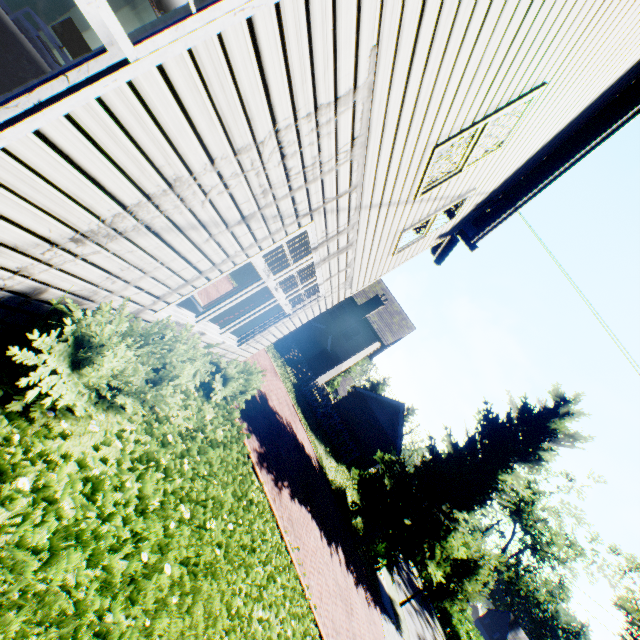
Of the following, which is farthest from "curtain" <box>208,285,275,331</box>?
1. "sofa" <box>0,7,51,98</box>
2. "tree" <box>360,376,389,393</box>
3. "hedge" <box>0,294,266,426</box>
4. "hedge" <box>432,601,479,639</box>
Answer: "hedge" <box>432,601,479,639</box>

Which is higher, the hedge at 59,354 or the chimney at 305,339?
the chimney at 305,339

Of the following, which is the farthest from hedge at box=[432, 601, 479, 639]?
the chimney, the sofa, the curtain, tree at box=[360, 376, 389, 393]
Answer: the sofa

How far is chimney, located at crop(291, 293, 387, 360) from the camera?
24.7m

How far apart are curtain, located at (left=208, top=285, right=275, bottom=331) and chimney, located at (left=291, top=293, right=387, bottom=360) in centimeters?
1797cm

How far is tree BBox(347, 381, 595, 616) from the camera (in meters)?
15.84

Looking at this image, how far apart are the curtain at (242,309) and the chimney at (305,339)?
18.0m

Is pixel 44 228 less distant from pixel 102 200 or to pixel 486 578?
pixel 102 200
